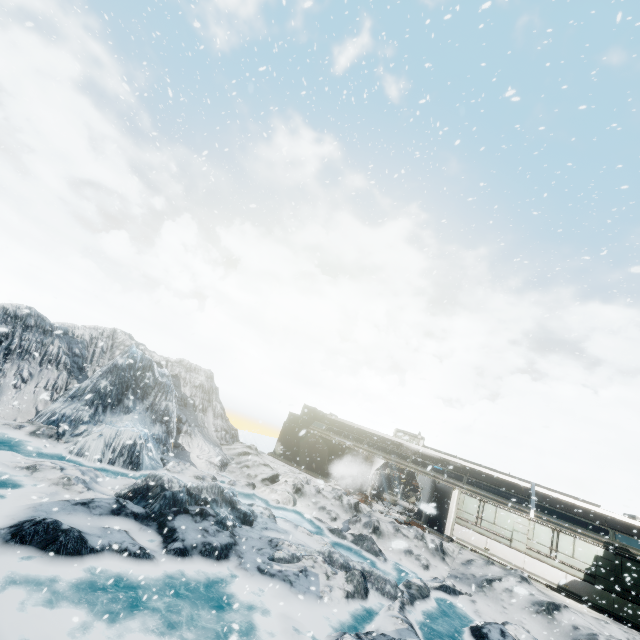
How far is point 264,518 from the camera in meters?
14.0
